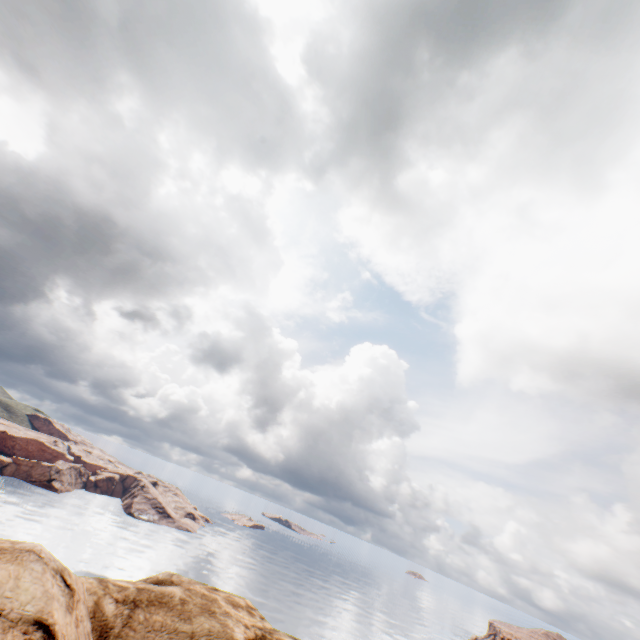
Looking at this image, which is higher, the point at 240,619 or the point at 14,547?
the point at 14,547
